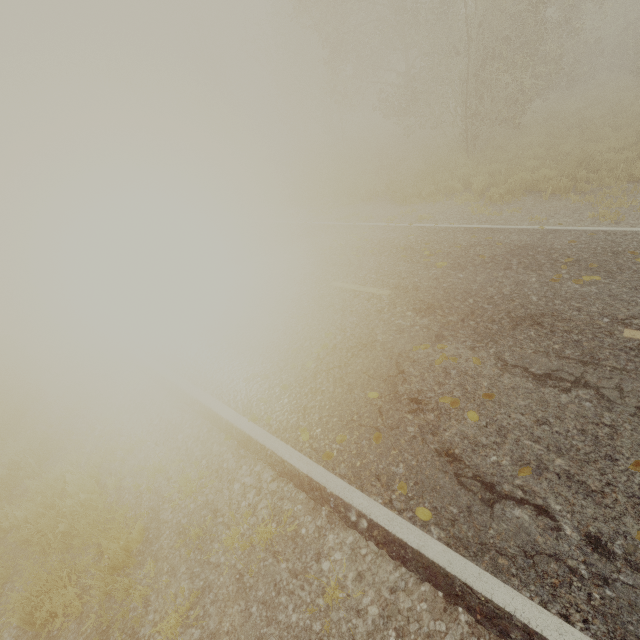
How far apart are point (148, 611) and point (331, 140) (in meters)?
31.92

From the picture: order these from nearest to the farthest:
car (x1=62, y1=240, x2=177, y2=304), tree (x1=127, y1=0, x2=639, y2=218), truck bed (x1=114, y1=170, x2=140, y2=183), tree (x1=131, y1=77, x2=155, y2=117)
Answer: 1. car (x1=62, y1=240, x2=177, y2=304)
2. tree (x1=127, y1=0, x2=639, y2=218)
3. tree (x1=131, y1=77, x2=155, y2=117)
4. truck bed (x1=114, y1=170, x2=140, y2=183)

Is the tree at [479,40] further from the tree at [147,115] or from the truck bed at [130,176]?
the truck bed at [130,176]

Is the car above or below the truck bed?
above

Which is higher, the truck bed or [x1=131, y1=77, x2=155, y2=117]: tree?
[x1=131, y1=77, x2=155, y2=117]: tree

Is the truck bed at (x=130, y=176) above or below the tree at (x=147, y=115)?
below

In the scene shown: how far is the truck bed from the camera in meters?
51.2

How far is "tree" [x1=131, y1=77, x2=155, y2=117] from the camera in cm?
3618
